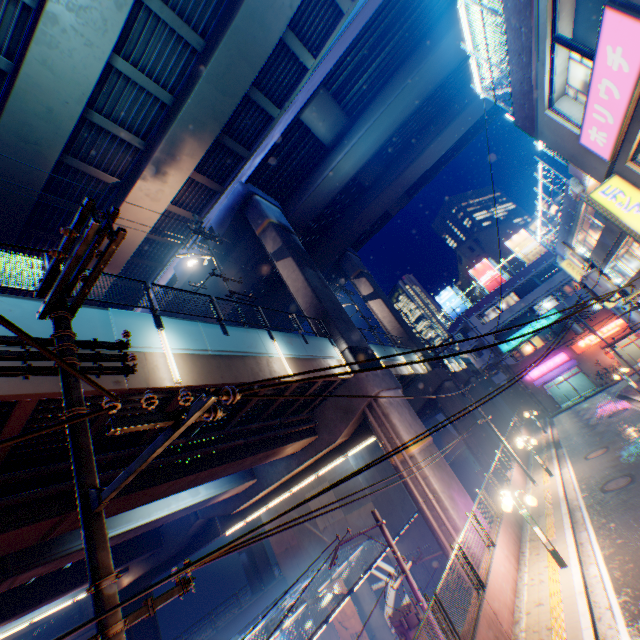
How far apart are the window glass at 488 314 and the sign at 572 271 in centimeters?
1347cm

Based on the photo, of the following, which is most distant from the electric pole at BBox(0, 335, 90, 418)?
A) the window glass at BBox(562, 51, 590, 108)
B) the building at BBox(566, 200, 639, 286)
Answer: the building at BBox(566, 200, 639, 286)

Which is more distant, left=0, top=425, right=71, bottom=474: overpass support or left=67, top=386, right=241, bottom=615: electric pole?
left=0, top=425, right=71, bottom=474: overpass support

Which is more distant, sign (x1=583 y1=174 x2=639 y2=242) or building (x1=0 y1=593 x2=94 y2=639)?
building (x1=0 y1=593 x2=94 y2=639)

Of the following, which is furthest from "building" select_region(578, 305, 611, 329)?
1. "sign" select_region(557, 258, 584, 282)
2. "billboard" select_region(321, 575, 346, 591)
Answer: "billboard" select_region(321, 575, 346, 591)

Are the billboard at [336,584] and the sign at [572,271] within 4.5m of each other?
no

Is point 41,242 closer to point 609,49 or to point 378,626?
point 609,49

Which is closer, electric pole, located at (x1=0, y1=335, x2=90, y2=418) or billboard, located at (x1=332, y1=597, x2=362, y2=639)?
electric pole, located at (x1=0, y1=335, x2=90, y2=418)
